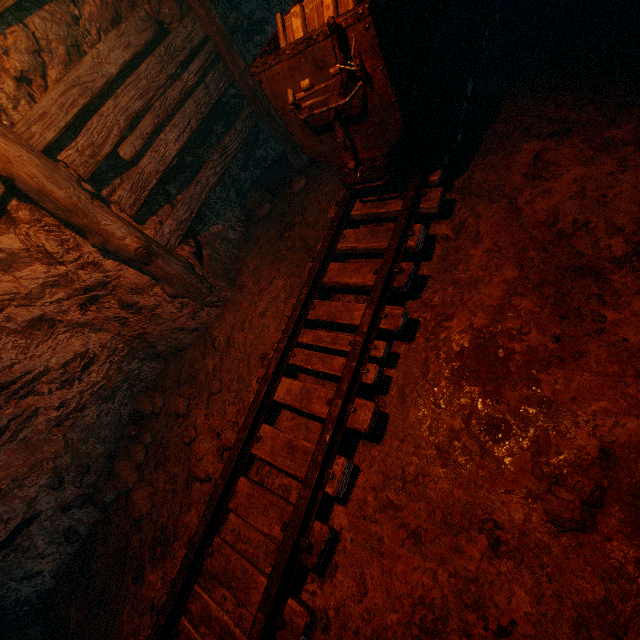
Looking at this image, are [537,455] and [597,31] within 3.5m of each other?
no

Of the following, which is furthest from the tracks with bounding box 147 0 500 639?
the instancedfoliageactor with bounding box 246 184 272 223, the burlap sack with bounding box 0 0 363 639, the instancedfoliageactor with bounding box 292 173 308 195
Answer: the instancedfoliageactor with bounding box 246 184 272 223

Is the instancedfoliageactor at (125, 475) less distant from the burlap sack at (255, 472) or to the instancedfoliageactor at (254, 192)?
the burlap sack at (255, 472)

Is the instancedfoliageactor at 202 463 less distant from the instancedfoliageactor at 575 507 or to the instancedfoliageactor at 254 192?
the instancedfoliageactor at 575 507

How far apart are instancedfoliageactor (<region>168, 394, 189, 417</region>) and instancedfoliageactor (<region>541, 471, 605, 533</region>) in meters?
3.1 m

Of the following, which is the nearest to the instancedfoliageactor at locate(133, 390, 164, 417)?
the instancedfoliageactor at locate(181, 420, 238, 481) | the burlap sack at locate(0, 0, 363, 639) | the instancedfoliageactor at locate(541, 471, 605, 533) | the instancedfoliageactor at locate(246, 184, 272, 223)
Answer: the burlap sack at locate(0, 0, 363, 639)

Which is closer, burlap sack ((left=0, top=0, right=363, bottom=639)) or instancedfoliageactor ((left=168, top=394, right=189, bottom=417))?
burlap sack ((left=0, top=0, right=363, bottom=639))

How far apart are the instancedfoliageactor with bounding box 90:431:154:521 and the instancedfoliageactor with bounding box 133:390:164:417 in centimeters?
22cm
